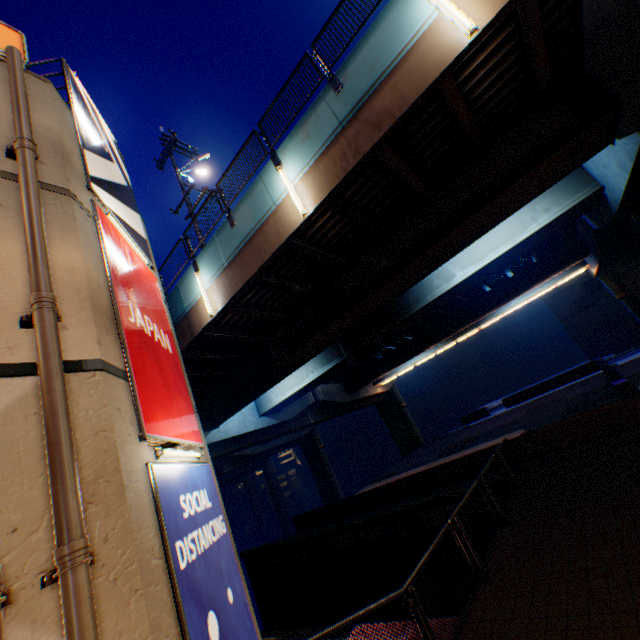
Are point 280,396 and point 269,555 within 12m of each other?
yes

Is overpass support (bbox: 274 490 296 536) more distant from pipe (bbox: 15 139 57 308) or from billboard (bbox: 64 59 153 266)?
pipe (bbox: 15 139 57 308)

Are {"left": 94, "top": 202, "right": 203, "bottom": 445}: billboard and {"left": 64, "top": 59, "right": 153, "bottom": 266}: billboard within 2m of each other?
yes

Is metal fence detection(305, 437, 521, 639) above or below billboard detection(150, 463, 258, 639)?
below

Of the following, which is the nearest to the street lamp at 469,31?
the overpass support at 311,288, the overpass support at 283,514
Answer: the overpass support at 311,288

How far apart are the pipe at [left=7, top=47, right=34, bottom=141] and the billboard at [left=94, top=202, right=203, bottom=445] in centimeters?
104cm

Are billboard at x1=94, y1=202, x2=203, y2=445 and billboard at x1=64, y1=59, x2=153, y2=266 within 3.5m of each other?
yes

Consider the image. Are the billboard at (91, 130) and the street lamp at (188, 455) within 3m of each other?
no
